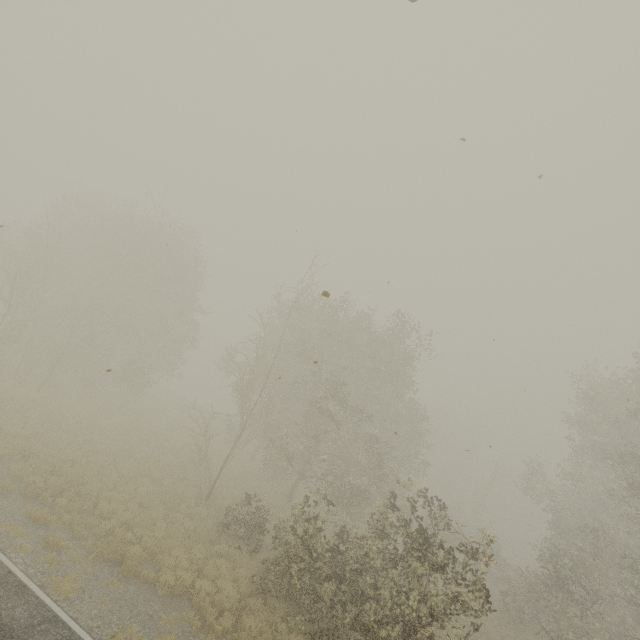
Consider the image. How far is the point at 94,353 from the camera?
22.1m
